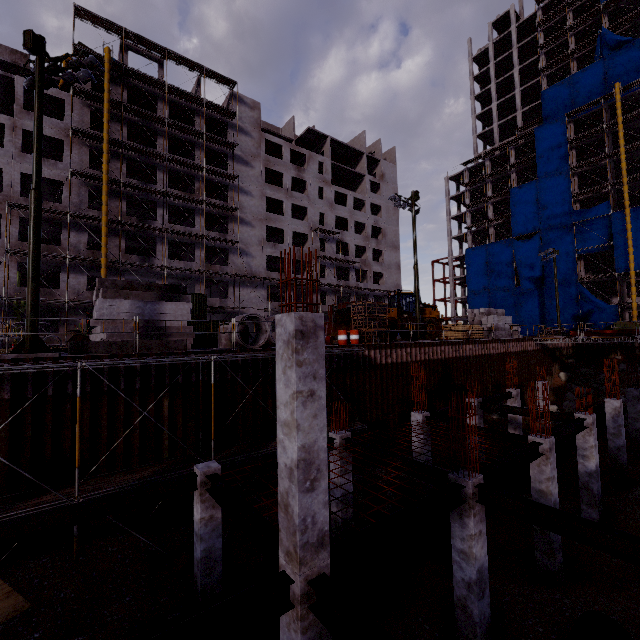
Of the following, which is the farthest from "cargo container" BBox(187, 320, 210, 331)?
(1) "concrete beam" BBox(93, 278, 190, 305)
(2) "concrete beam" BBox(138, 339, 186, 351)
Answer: (2) "concrete beam" BBox(138, 339, 186, 351)

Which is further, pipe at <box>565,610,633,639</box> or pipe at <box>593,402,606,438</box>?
pipe at <box>593,402,606,438</box>

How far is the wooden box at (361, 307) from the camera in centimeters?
2047cm

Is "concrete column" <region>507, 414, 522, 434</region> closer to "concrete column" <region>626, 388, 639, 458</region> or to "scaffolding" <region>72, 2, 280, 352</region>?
"concrete column" <region>626, 388, 639, 458</region>

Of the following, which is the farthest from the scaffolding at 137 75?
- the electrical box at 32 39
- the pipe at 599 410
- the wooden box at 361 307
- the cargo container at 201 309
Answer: the wooden box at 361 307

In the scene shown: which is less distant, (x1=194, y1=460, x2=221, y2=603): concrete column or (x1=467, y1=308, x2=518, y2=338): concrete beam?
(x1=194, y1=460, x2=221, y2=603): concrete column

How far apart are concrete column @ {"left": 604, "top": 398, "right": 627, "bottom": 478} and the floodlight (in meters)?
29.67

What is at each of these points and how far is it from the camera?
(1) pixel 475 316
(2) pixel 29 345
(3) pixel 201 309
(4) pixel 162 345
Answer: (1) concrete beam, 32.1 meters
(2) floodlight pole, 10.7 meters
(3) cargo container, 31.8 meters
(4) concrete beam, 13.8 meters
